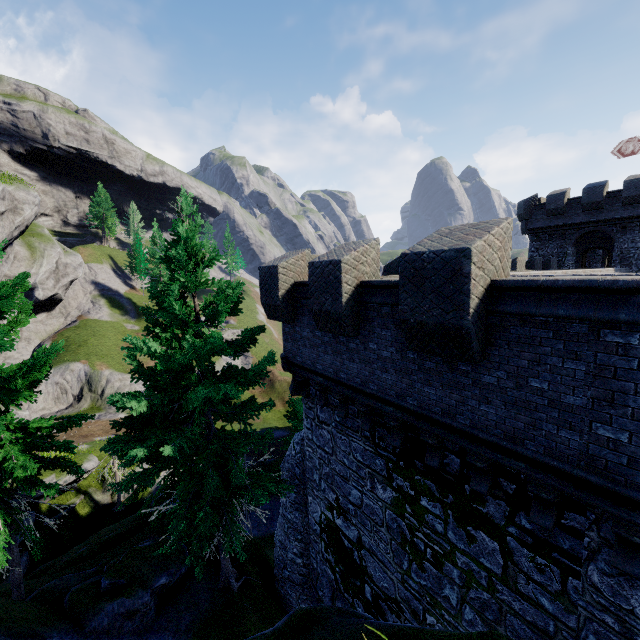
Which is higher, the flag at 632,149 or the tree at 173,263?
the flag at 632,149

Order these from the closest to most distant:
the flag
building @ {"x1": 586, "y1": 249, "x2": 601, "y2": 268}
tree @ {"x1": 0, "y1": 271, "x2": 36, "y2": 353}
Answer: tree @ {"x1": 0, "y1": 271, "x2": 36, "y2": 353}, the flag, building @ {"x1": 586, "y1": 249, "x2": 601, "y2": 268}

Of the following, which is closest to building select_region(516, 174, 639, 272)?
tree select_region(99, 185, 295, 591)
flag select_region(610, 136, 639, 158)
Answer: flag select_region(610, 136, 639, 158)

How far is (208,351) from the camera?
9.3 meters

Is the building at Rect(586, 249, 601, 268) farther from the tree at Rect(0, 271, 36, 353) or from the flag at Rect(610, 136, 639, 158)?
the tree at Rect(0, 271, 36, 353)

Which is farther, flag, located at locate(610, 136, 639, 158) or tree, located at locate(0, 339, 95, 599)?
flag, located at locate(610, 136, 639, 158)

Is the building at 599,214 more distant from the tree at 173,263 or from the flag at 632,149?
the tree at 173,263
